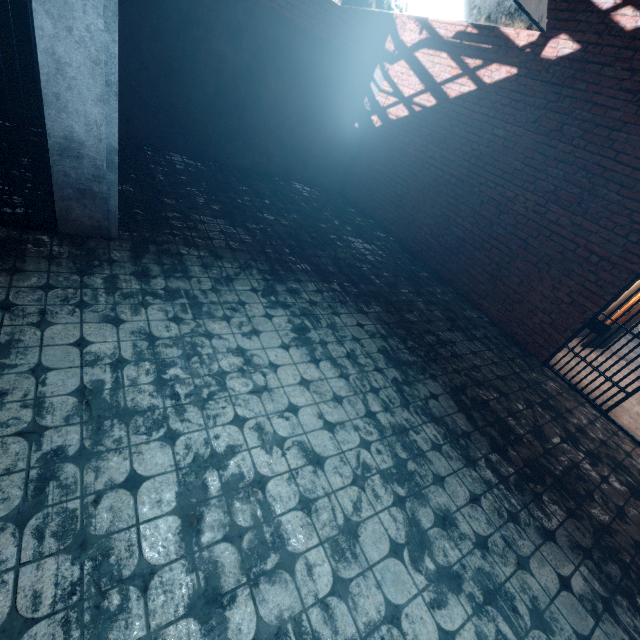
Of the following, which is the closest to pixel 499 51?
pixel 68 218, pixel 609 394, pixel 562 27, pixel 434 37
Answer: pixel 562 27

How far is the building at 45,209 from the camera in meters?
3.6

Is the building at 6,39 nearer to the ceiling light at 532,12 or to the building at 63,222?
the building at 63,222

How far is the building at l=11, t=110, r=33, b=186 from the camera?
4.16m

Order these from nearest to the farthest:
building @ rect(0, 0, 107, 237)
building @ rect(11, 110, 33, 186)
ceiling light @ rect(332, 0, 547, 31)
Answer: ceiling light @ rect(332, 0, 547, 31) < building @ rect(0, 0, 107, 237) < building @ rect(11, 110, 33, 186)

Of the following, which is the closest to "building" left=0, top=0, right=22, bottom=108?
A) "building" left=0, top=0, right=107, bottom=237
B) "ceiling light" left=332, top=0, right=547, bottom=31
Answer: "building" left=0, top=0, right=107, bottom=237

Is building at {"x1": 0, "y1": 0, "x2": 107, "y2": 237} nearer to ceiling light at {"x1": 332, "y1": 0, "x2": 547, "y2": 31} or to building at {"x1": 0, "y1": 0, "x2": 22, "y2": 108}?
building at {"x1": 0, "y1": 0, "x2": 22, "y2": 108}
